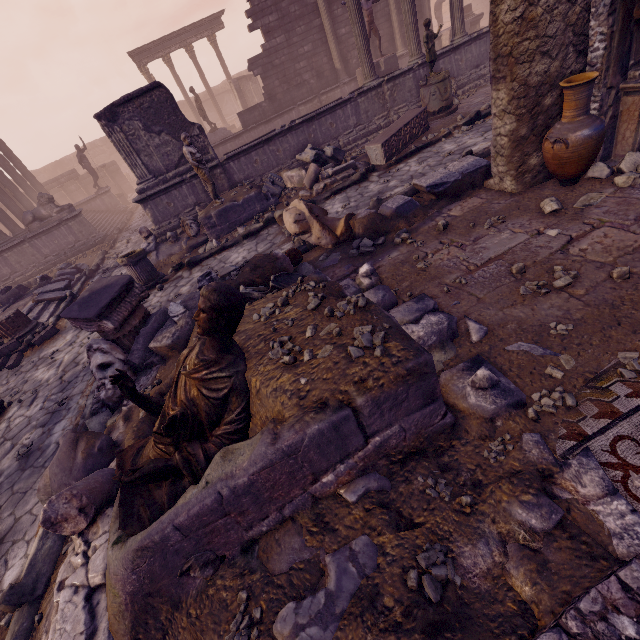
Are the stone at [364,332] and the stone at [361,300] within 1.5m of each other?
yes

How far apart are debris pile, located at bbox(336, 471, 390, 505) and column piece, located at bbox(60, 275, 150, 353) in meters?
0.0 m

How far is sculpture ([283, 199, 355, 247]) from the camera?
5.9m

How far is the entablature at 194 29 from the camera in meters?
22.7 m

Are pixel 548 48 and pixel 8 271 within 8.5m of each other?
no

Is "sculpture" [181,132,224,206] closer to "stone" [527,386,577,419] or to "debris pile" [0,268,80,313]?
"debris pile" [0,268,80,313]

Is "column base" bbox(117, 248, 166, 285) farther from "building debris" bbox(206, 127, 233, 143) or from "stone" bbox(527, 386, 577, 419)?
"building debris" bbox(206, 127, 233, 143)

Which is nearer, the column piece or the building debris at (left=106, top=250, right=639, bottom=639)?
the building debris at (left=106, top=250, right=639, bottom=639)
